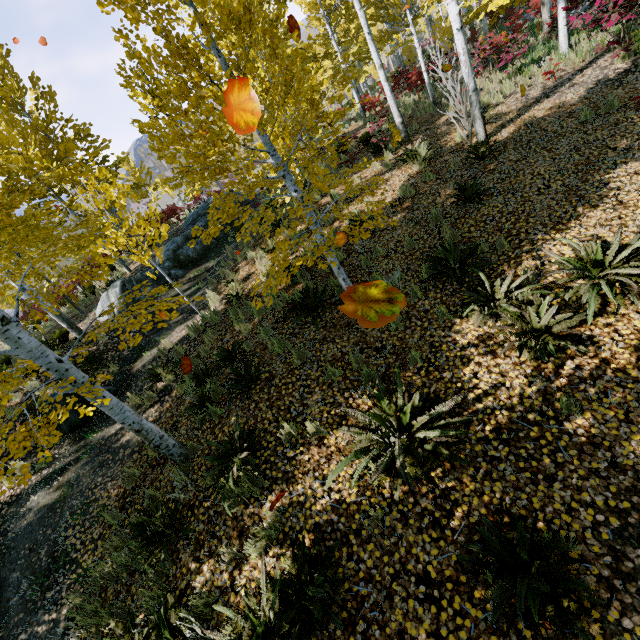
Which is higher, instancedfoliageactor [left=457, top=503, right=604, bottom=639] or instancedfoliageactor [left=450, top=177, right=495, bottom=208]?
instancedfoliageactor [left=450, top=177, right=495, bottom=208]

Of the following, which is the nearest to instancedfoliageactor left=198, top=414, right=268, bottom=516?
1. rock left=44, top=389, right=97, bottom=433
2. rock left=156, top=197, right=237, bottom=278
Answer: rock left=156, top=197, right=237, bottom=278

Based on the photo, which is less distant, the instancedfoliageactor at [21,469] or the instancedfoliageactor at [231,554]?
the instancedfoliageactor at [21,469]

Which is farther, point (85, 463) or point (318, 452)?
point (85, 463)

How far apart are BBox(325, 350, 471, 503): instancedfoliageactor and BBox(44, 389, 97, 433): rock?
6.88m

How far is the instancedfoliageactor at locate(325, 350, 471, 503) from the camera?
3.6m

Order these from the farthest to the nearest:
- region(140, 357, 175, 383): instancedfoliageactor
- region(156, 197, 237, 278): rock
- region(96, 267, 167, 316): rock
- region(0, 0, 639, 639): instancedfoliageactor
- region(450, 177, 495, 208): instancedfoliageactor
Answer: region(156, 197, 237, 278): rock, region(96, 267, 167, 316): rock, region(140, 357, 175, 383): instancedfoliageactor, region(450, 177, 495, 208): instancedfoliageactor, region(0, 0, 639, 639): instancedfoliageactor

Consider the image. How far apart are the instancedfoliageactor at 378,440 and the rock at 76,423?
6.9 meters
